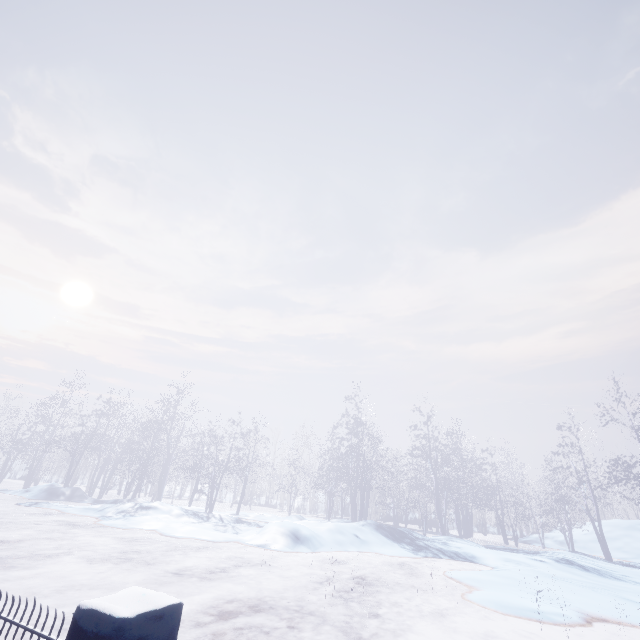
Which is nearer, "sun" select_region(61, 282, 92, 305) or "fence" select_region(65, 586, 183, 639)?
"fence" select_region(65, 586, 183, 639)

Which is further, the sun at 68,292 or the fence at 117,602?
the sun at 68,292

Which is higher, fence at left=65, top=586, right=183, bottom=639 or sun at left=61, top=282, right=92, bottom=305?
sun at left=61, top=282, right=92, bottom=305

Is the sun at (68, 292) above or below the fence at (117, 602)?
above

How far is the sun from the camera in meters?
54.2

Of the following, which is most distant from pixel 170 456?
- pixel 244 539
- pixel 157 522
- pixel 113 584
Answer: pixel 113 584
